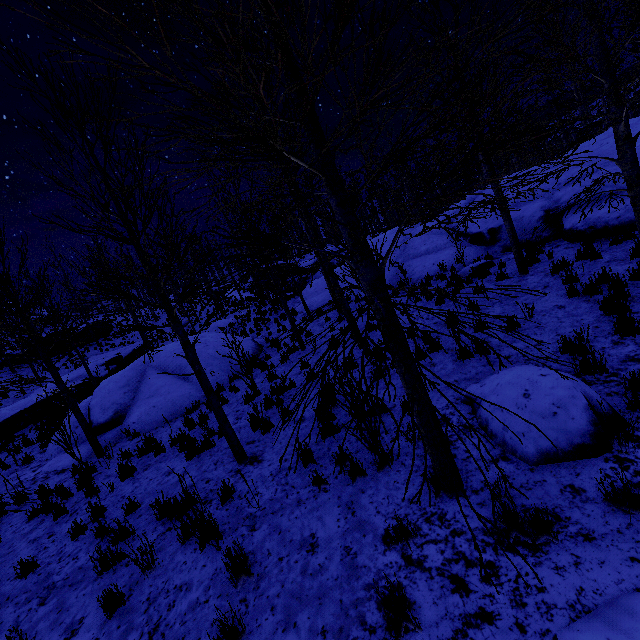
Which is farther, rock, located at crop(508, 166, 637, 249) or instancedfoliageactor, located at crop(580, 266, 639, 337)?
rock, located at crop(508, 166, 637, 249)

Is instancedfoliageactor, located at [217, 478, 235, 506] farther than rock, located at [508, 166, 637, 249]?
No

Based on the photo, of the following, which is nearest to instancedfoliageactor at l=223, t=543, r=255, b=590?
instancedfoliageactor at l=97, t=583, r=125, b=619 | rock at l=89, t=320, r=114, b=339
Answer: instancedfoliageactor at l=97, t=583, r=125, b=619

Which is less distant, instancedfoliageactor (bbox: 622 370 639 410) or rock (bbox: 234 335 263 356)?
instancedfoliageactor (bbox: 622 370 639 410)

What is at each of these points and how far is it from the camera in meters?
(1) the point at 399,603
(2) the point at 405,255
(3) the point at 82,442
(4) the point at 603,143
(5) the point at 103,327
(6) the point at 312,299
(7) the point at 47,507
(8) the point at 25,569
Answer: (1) instancedfoliageactor, 2.8 m
(2) rock, 16.0 m
(3) rock, 10.3 m
(4) rock, 13.2 m
(5) rock, 34.8 m
(6) rock, 19.3 m
(7) instancedfoliageactor, 6.7 m
(8) instancedfoliageactor, 5.0 m

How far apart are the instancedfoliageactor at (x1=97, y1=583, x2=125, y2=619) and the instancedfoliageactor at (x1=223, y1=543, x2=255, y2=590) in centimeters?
139cm

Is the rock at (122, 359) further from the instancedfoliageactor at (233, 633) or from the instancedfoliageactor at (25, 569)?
the instancedfoliageactor at (233, 633)

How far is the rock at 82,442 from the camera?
9.27m
